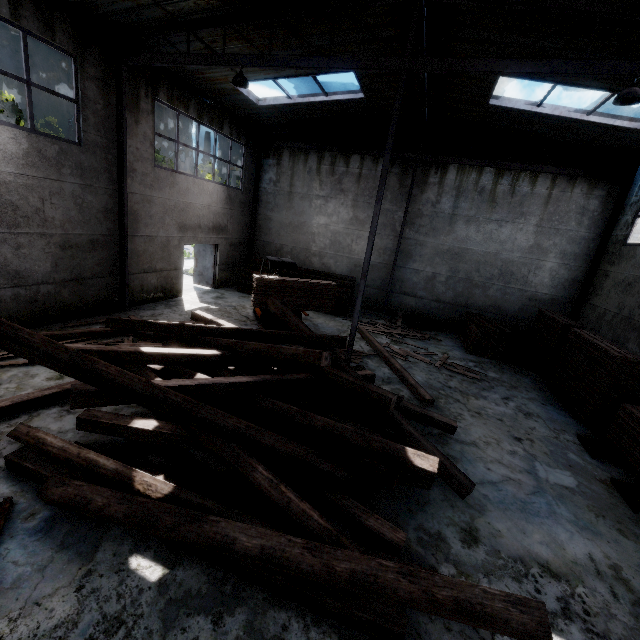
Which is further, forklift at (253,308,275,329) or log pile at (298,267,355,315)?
log pile at (298,267,355,315)

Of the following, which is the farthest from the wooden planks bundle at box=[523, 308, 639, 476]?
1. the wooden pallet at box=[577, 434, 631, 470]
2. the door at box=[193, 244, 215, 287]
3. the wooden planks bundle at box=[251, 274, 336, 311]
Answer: the door at box=[193, 244, 215, 287]

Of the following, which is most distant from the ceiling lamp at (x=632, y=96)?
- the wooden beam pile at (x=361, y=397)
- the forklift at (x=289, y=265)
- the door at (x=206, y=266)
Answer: the door at (x=206, y=266)

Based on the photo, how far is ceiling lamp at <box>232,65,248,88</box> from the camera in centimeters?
782cm

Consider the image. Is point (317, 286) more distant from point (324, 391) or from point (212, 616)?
point (212, 616)

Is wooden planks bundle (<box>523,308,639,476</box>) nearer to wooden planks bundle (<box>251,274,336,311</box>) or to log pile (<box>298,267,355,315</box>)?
wooden planks bundle (<box>251,274,336,311</box>)

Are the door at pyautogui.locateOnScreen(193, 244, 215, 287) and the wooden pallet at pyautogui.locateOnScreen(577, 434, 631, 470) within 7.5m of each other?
no

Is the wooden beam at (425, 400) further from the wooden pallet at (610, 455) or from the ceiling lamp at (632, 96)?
the ceiling lamp at (632, 96)
